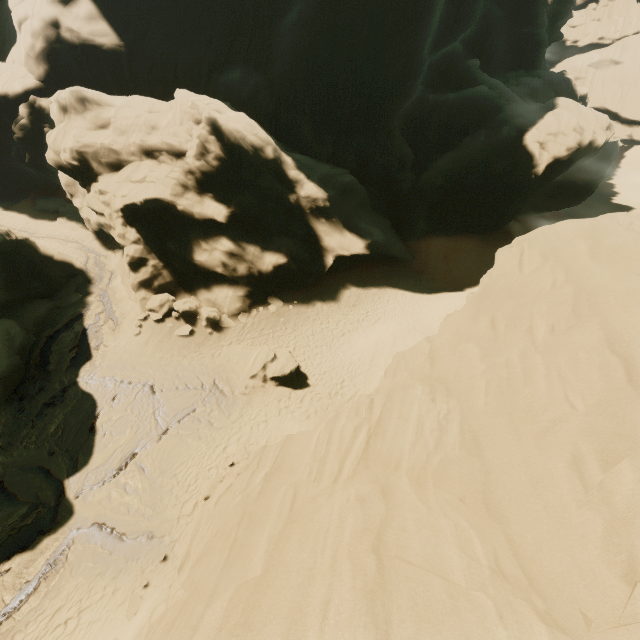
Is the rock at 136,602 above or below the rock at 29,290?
below

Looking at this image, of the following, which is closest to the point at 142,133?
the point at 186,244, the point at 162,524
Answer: the point at 186,244

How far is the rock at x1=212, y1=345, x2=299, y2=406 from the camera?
17.4 meters

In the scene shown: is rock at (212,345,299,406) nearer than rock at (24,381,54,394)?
No

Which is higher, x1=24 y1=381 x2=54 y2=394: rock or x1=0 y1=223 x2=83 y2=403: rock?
x1=0 y1=223 x2=83 y2=403: rock
